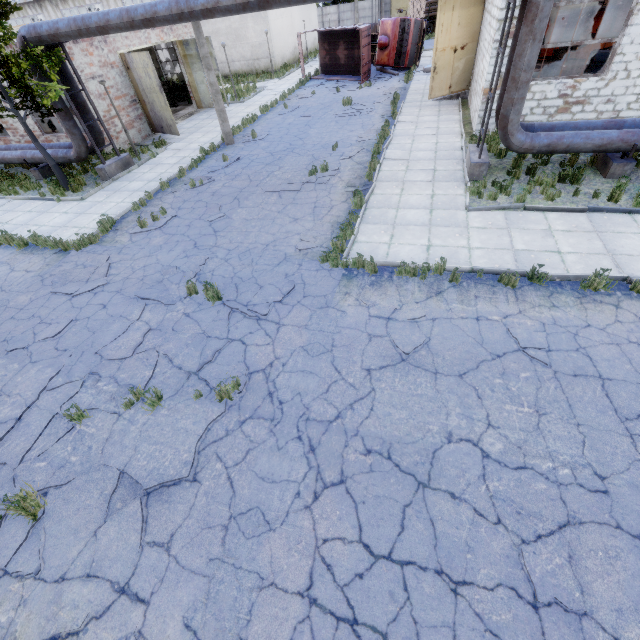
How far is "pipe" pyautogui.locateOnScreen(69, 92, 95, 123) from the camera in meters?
13.7 m

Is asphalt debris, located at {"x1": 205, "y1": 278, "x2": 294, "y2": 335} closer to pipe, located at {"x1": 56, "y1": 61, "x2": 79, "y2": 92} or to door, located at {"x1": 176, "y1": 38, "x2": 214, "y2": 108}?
pipe, located at {"x1": 56, "y1": 61, "x2": 79, "y2": 92}

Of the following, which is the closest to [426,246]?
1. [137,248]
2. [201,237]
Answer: [201,237]

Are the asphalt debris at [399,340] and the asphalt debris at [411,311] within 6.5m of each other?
yes

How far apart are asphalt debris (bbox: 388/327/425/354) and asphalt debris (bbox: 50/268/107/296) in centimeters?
773cm

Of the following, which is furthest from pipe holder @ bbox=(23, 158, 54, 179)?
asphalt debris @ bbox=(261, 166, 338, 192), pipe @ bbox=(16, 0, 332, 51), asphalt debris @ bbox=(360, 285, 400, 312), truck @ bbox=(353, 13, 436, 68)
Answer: truck @ bbox=(353, 13, 436, 68)

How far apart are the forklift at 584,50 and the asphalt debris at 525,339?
23.3 meters

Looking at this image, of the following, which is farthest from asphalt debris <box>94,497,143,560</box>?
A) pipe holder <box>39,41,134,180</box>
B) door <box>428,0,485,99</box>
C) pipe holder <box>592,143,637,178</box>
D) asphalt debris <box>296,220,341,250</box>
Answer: door <box>428,0,485,99</box>
